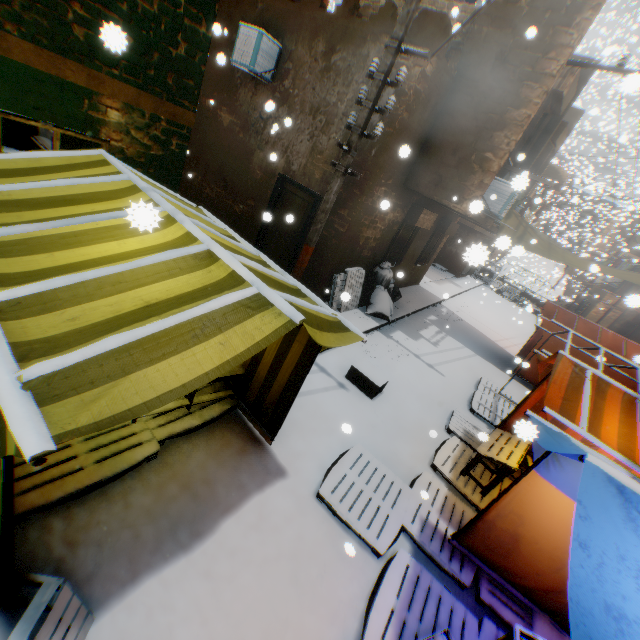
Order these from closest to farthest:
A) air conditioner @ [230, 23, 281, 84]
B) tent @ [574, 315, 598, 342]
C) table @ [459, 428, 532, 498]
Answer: table @ [459, 428, 532, 498] < air conditioner @ [230, 23, 281, 84] < tent @ [574, 315, 598, 342]

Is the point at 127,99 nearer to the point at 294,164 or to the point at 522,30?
the point at 294,164

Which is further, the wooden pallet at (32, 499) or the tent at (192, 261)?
the wooden pallet at (32, 499)

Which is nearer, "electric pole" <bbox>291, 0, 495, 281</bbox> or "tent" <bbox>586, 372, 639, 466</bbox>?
"tent" <bbox>586, 372, 639, 466</bbox>

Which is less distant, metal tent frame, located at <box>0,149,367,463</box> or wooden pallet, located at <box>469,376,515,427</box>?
metal tent frame, located at <box>0,149,367,463</box>

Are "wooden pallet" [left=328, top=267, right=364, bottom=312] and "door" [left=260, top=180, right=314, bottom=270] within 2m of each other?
yes

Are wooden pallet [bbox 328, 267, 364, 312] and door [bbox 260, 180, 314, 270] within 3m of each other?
yes

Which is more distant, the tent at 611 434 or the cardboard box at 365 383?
the cardboard box at 365 383
